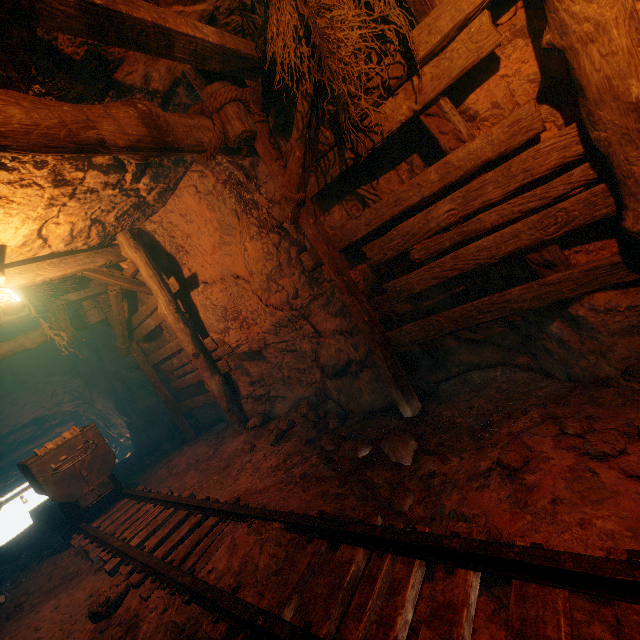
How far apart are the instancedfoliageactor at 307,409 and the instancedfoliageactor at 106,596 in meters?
2.8

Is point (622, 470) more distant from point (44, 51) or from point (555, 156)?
point (44, 51)

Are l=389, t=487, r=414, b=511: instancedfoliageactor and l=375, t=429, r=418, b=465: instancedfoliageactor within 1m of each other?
yes

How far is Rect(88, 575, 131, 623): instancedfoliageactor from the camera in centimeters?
306cm

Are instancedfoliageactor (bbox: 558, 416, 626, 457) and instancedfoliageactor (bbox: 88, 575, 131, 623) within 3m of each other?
no

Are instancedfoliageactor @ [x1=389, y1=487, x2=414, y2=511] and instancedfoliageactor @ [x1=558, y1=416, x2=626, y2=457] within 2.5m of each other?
yes

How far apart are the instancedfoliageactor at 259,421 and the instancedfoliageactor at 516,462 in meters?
4.5 m

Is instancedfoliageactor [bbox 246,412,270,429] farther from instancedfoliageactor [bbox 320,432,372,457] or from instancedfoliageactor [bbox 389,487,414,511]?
instancedfoliageactor [bbox 389,487,414,511]
